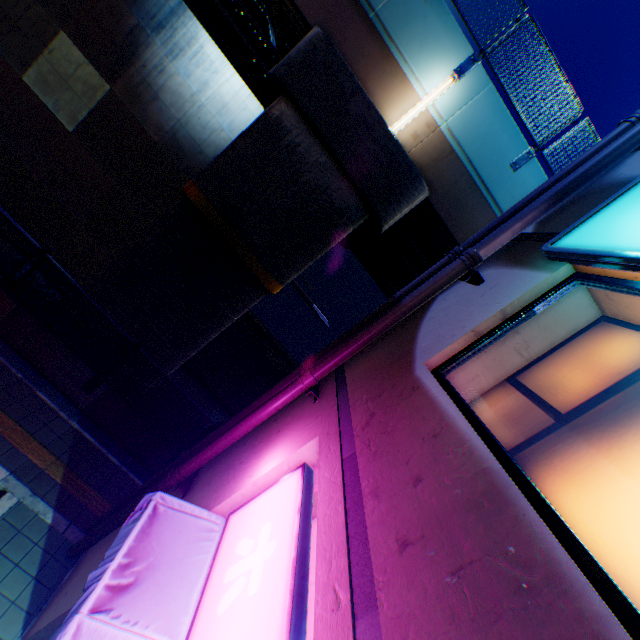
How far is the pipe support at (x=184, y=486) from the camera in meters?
4.7 m

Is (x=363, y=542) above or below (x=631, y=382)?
below

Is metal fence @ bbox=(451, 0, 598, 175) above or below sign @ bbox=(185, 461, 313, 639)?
above

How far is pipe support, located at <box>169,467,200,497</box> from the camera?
4.7 meters

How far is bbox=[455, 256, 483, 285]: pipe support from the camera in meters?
3.8 m

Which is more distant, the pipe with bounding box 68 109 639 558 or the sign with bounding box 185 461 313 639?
the pipe with bounding box 68 109 639 558

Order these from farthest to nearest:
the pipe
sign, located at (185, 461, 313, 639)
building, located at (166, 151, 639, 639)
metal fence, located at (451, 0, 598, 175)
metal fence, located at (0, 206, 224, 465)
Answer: metal fence, located at (451, 0, 598, 175)
metal fence, located at (0, 206, 224, 465)
the pipe
sign, located at (185, 461, 313, 639)
building, located at (166, 151, 639, 639)

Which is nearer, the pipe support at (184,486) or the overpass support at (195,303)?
the pipe support at (184,486)
